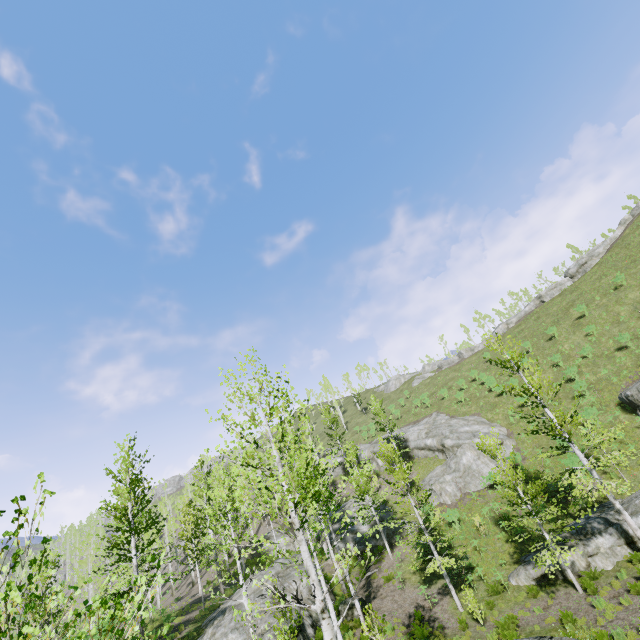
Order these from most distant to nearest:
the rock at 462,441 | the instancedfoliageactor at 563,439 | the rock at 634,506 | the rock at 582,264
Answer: the rock at 582,264, the rock at 462,441, the rock at 634,506, the instancedfoliageactor at 563,439

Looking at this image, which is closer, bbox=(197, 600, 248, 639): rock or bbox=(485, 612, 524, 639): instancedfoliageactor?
bbox=(485, 612, 524, 639): instancedfoliageactor

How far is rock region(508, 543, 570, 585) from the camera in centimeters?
1619cm

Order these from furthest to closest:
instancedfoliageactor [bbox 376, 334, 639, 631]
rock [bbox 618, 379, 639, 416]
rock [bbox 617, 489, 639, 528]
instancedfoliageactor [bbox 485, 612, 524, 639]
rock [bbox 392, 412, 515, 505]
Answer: rock [bbox 392, 412, 515, 505] < rock [bbox 618, 379, 639, 416] < rock [bbox 617, 489, 639, 528] < instancedfoliageactor [bbox 376, 334, 639, 631] < instancedfoliageactor [bbox 485, 612, 524, 639]

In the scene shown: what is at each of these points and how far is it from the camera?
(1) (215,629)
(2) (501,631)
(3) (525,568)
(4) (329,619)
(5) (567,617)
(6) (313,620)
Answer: (1) rock, 18.48m
(2) instancedfoliageactor, 13.41m
(3) rock, 17.44m
(4) instancedfoliageactor, 5.61m
(5) instancedfoliageactor, 12.80m
(6) rock, 18.27m

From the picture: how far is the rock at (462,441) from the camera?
28.4 meters

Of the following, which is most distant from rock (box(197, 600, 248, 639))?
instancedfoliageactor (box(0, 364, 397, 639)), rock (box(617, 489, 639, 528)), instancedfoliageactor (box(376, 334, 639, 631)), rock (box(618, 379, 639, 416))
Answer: rock (box(618, 379, 639, 416))

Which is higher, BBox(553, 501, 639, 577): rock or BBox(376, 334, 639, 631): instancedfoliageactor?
BBox(376, 334, 639, 631): instancedfoliageactor
